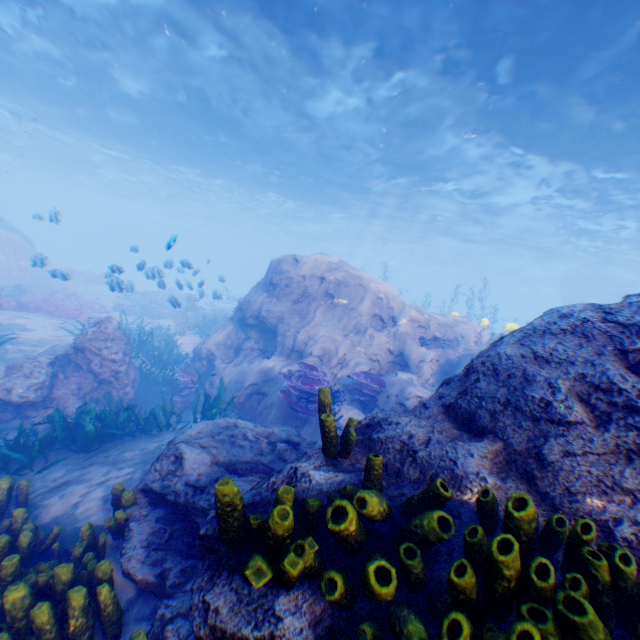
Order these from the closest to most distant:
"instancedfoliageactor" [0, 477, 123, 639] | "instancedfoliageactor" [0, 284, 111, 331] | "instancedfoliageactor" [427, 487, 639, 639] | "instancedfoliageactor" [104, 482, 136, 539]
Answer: "instancedfoliageactor" [427, 487, 639, 639]
"instancedfoliageactor" [0, 477, 123, 639]
"instancedfoliageactor" [104, 482, 136, 539]
"instancedfoliageactor" [0, 284, 111, 331]

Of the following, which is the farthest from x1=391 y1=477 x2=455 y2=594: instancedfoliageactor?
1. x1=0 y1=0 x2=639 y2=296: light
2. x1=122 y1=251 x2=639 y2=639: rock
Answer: x1=0 y1=0 x2=639 y2=296: light

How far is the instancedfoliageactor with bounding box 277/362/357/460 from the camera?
2.97m

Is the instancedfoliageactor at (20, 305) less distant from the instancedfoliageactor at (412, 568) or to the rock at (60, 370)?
the rock at (60, 370)

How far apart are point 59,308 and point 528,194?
27.17m

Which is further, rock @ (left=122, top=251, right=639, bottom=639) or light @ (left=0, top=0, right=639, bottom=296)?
light @ (left=0, top=0, right=639, bottom=296)

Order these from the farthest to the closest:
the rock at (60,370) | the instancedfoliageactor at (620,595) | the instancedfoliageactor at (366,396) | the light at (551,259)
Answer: the light at (551,259) < the instancedfoliageactor at (366,396) < the rock at (60,370) < the instancedfoliageactor at (620,595)
